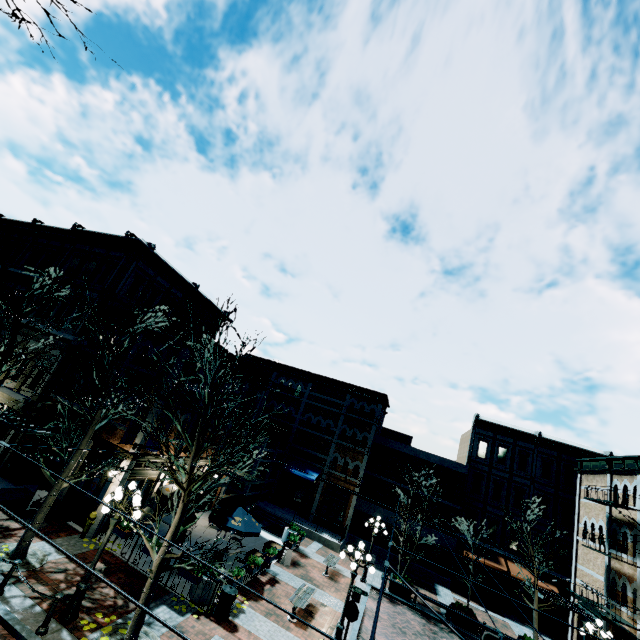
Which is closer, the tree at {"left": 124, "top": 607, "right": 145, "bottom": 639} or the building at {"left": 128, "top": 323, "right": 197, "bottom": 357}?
the tree at {"left": 124, "top": 607, "right": 145, "bottom": 639}

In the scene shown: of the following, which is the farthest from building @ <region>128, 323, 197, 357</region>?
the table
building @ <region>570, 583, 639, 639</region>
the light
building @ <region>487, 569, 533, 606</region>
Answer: building @ <region>570, 583, 639, 639</region>

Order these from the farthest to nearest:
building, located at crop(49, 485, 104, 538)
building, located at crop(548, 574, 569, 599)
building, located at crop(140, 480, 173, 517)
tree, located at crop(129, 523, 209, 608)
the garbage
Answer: building, located at crop(548, 574, 569, 599), building, located at crop(140, 480, 173, 517), building, located at crop(49, 485, 104, 538), the garbage, tree, located at crop(129, 523, 209, 608)

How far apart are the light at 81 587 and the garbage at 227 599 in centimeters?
433cm

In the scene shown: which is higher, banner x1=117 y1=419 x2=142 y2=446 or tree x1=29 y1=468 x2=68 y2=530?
banner x1=117 y1=419 x2=142 y2=446

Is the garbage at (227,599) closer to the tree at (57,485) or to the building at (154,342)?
the tree at (57,485)

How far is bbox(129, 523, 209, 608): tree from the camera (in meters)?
8.84

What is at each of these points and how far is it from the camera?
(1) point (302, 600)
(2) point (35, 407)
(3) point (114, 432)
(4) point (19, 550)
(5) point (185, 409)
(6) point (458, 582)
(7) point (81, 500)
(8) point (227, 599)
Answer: (1) bench, 13.7m
(2) building, 16.8m
(3) building, 15.5m
(4) tree, 10.8m
(5) building, 17.5m
(6) building, 25.5m
(7) building, 14.6m
(8) garbage, 11.5m
